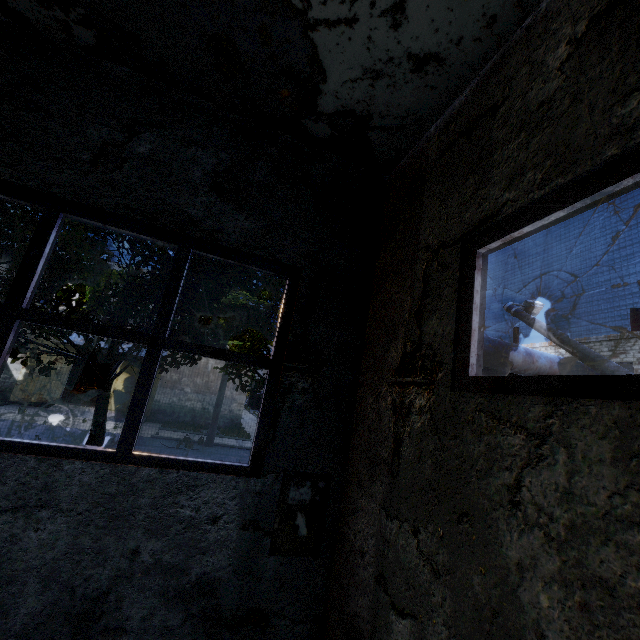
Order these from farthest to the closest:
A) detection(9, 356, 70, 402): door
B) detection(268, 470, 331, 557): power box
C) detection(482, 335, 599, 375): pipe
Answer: detection(9, 356, 70, 402): door < detection(482, 335, 599, 375): pipe < detection(268, 470, 331, 557): power box

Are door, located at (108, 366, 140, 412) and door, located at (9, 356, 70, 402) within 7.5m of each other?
yes

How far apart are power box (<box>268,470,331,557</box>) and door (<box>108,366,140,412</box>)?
22.9m

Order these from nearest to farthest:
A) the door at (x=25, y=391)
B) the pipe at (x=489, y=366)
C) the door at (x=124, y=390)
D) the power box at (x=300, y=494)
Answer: the power box at (x=300, y=494) < the pipe at (x=489, y=366) < the door at (x=25, y=391) < the door at (x=124, y=390)

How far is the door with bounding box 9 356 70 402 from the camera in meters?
19.2 m

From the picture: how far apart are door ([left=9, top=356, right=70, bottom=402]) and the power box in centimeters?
2336cm

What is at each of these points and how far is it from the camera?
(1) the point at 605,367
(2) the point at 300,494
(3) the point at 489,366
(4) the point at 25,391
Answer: (1) lamp post, 6.4m
(2) power box, 3.6m
(3) pipe, 6.2m
(4) door, 19.5m

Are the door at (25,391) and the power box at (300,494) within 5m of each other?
no
